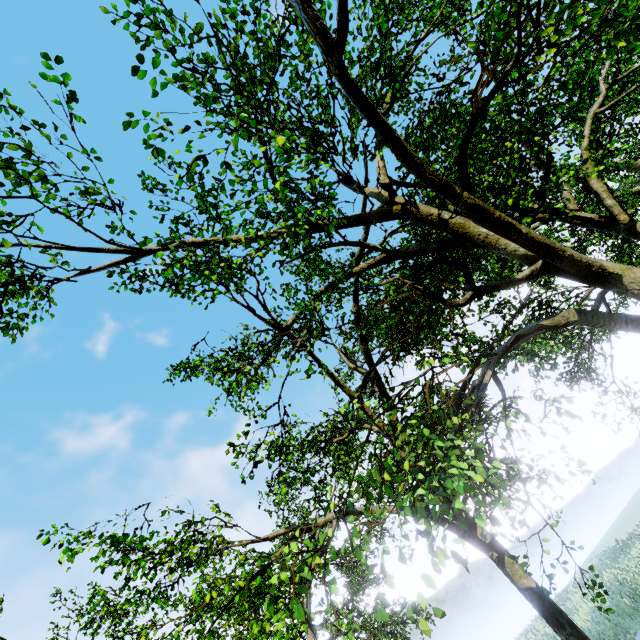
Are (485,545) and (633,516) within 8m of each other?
no
